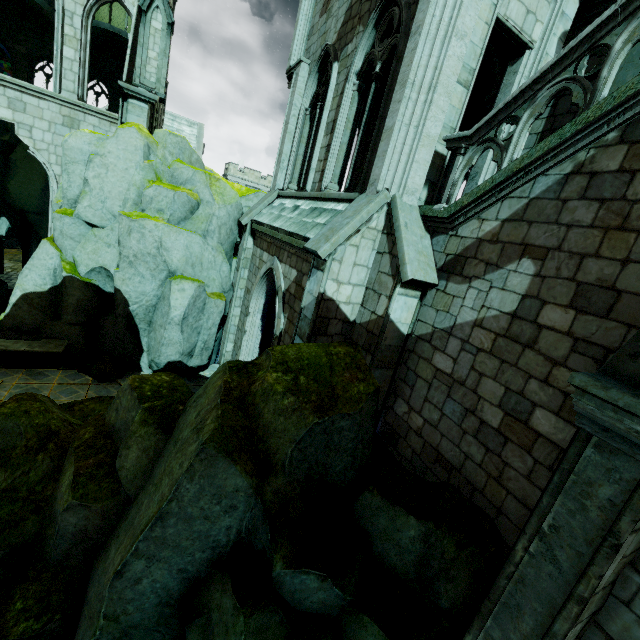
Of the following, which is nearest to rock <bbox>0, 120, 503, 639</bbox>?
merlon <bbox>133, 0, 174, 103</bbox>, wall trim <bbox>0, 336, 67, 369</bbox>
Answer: wall trim <bbox>0, 336, 67, 369</bbox>

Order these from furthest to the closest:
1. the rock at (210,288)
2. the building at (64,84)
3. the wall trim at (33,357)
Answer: the building at (64,84), the wall trim at (33,357), the rock at (210,288)

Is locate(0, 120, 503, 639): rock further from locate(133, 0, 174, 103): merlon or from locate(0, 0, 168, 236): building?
locate(133, 0, 174, 103): merlon

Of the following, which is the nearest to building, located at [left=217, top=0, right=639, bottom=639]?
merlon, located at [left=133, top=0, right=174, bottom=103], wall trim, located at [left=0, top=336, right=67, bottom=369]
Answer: merlon, located at [left=133, top=0, right=174, bottom=103]

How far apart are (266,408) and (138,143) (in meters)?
11.00

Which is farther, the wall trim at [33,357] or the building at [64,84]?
the building at [64,84]

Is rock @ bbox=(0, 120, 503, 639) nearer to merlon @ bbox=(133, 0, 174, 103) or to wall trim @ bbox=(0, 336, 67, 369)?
wall trim @ bbox=(0, 336, 67, 369)
